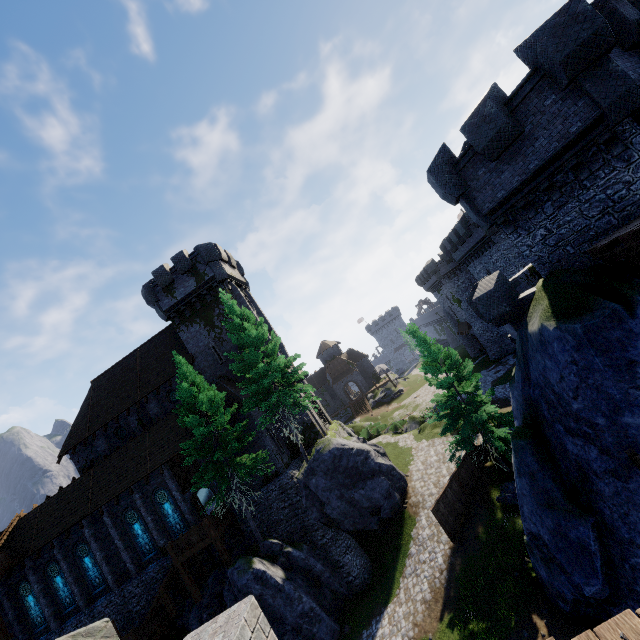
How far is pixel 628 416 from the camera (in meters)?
9.09

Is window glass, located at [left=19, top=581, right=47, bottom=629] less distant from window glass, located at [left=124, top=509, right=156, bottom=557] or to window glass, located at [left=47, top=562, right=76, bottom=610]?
window glass, located at [left=47, top=562, right=76, bottom=610]

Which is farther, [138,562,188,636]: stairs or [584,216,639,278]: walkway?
[138,562,188,636]: stairs

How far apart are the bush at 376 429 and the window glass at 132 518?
23.65m

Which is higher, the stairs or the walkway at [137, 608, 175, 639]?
the stairs

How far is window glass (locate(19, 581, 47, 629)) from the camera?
25.5m

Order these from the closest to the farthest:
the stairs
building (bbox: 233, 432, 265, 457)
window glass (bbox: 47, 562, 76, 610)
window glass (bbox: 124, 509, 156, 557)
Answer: the stairs
building (bbox: 233, 432, 265, 457)
window glass (bbox: 124, 509, 156, 557)
window glass (bbox: 47, 562, 76, 610)

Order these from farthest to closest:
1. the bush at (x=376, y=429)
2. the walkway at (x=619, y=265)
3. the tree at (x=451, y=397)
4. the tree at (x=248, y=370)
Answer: the bush at (x=376, y=429), the tree at (x=248, y=370), the tree at (x=451, y=397), the walkway at (x=619, y=265)
